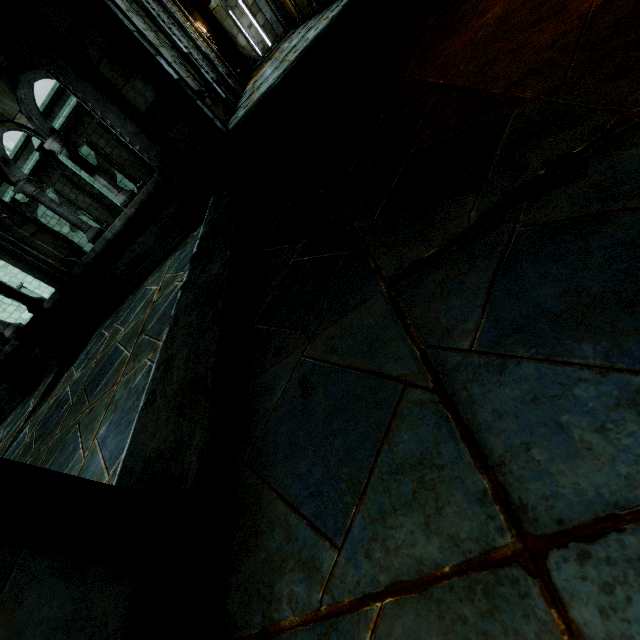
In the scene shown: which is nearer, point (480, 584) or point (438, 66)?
point (480, 584)

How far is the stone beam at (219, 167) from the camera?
4.96m

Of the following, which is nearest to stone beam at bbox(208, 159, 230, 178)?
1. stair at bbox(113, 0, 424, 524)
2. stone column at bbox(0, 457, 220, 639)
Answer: stair at bbox(113, 0, 424, 524)

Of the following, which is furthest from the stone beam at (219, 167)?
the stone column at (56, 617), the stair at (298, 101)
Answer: the stone column at (56, 617)

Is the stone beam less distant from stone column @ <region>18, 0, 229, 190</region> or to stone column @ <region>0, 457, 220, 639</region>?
stone column @ <region>18, 0, 229, 190</region>

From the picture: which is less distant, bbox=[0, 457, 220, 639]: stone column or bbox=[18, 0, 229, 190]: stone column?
bbox=[0, 457, 220, 639]: stone column

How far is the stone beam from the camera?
5.0m
